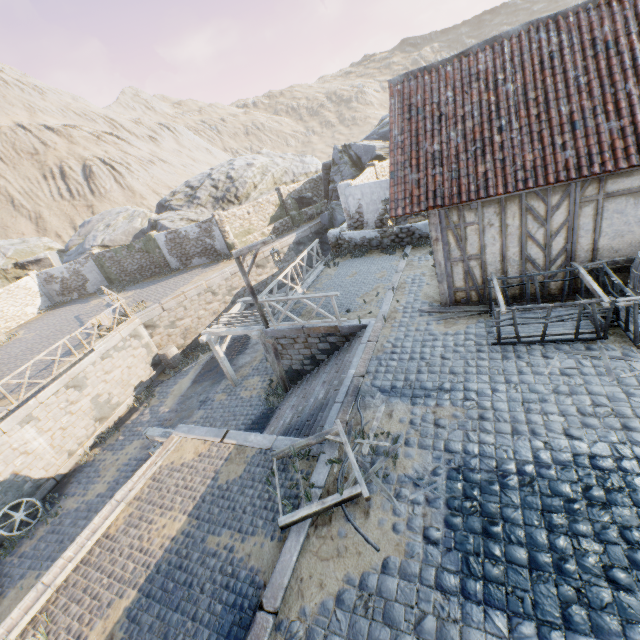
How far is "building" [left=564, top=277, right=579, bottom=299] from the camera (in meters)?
7.73

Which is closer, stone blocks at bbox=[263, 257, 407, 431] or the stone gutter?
the stone gutter

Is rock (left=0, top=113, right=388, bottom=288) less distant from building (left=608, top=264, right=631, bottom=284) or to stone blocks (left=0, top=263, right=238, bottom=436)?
stone blocks (left=0, top=263, right=238, bottom=436)

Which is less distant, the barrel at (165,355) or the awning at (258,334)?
the awning at (258,334)

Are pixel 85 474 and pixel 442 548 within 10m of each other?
no

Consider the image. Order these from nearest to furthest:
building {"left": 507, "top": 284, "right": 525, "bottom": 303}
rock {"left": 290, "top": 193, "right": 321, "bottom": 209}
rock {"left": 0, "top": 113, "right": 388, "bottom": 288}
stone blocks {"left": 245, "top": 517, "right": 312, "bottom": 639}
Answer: stone blocks {"left": 245, "top": 517, "right": 312, "bottom": 639}
building {"left": 507, "top": 284, "right": 525, "bottom": 303}
rock {"left": 0, "top": 113, "right": 388, "bottom": 288}
rock {"left": 290, "top": 193, "right": 321, "bottom": 209}

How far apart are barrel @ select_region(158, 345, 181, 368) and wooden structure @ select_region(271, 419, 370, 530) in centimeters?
1387cm

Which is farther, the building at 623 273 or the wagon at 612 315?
the building at 623 273
